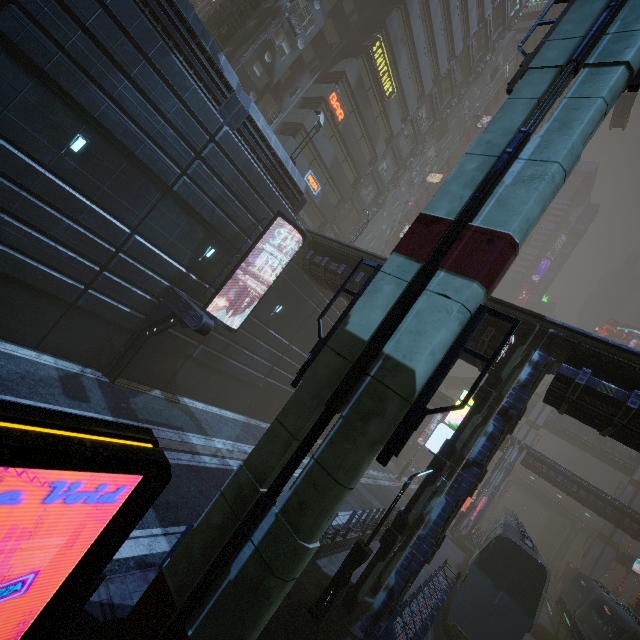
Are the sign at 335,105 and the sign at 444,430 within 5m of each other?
no

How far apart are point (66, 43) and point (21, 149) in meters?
3.5 m

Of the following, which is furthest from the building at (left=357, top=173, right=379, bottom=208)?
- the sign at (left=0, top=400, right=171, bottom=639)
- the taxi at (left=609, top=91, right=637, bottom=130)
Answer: the taxi at (left=609, top=91, right=637, bottom=130)

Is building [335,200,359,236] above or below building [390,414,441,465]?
above

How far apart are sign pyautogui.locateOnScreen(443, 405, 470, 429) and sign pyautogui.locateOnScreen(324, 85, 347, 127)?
25.5m

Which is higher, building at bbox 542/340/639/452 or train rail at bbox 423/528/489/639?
building at bbox 542/340/639/452

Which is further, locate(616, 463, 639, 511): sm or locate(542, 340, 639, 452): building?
locate(616, 463, 639, 511): sm

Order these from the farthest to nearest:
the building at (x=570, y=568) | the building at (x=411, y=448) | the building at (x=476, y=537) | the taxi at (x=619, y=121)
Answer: the building at (x=411, y=448) → the building at (x=570, y=568) → the taxi at (x=619, y=121) → the building at (x=476, y=537)
